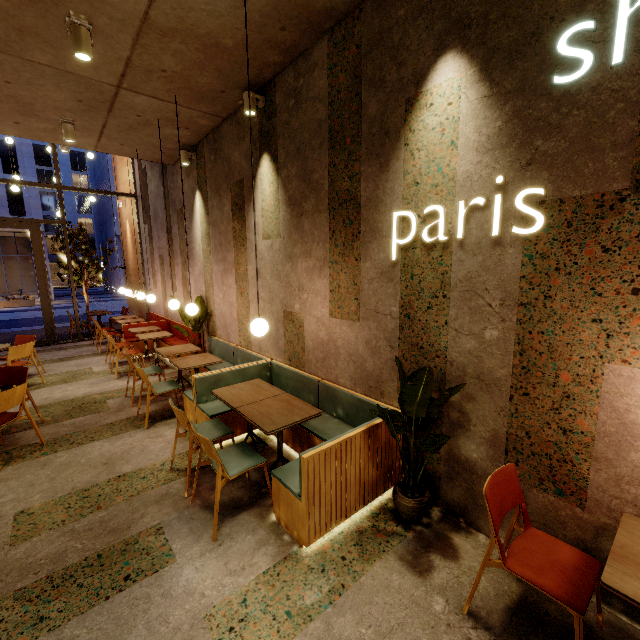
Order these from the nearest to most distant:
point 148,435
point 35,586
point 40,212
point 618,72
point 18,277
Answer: point 618,72, point 35,586, point 148,435, point 40,212, point 18,277

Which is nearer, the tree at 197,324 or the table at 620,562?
the table at 620,562

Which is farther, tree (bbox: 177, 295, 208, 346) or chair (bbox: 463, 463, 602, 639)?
tree (bbox: 177, 295, 208, 346)

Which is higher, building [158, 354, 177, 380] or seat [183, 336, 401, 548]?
seat [183, 336, 401, 548]

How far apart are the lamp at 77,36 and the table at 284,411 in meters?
3.6 m

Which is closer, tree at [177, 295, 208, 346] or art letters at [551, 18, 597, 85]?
art letters at [551, 18, 597, 85]

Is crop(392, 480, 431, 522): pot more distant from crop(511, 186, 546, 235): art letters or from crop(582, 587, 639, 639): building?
crop(511, 186, 546, 235): art letters

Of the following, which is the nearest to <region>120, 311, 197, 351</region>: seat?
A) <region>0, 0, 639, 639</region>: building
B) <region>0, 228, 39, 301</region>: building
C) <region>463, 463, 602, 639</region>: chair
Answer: <region>0, 0, 639, 639</region>: building
